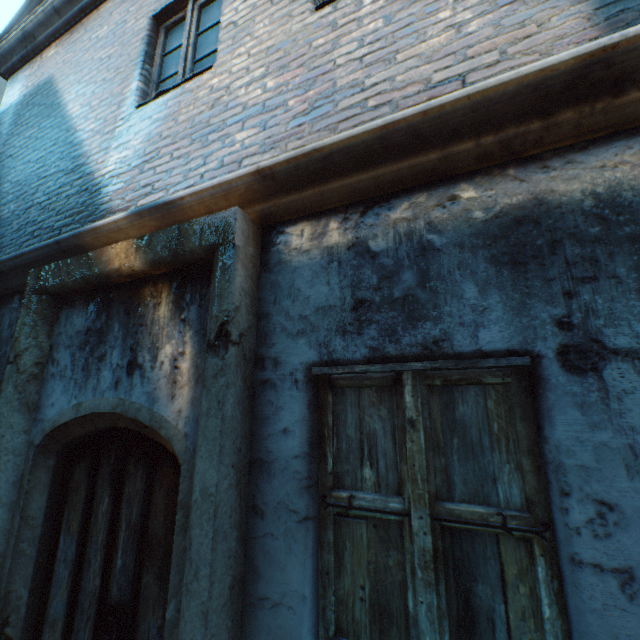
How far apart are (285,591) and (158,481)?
1.08m
